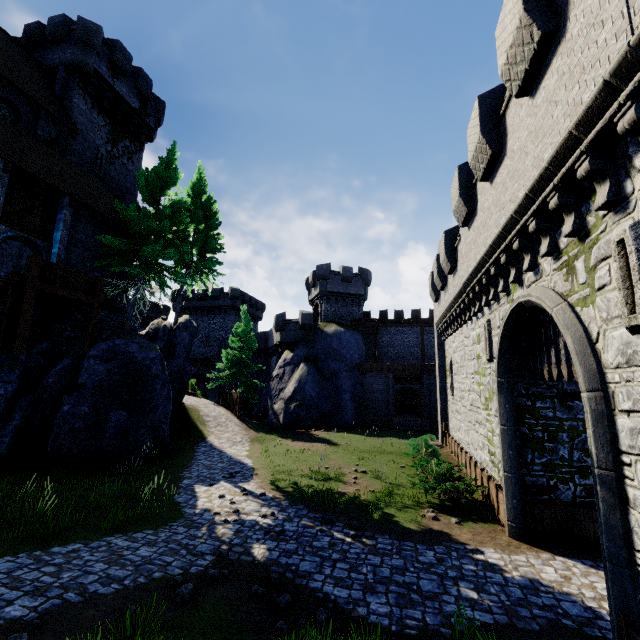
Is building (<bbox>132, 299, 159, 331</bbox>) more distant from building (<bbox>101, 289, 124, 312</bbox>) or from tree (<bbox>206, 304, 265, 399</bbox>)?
building (<bbox>101, 289, 124, 312</bbox>)

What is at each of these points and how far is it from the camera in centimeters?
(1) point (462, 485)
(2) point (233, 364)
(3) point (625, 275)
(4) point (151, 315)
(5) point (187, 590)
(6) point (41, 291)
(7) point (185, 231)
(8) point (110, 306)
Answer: (1) bush, 1144cm
(2) tree, 3209cm
(3) window slit, 459cm
(4) building, 5853cm
(5) instancedfoliageactor, 617cm
(6) walkway, 1333cm
(7) tree, 2422cm
(8) building, 2020cm

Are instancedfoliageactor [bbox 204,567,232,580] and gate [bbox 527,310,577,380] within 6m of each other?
no

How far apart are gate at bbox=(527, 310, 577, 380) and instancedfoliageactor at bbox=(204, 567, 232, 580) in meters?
8.9

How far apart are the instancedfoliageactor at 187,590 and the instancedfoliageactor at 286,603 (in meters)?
1.61

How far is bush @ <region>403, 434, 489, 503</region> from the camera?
11.33m

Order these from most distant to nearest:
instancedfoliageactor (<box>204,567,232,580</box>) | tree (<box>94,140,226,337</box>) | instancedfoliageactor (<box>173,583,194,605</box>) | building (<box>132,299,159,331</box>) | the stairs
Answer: building (<box>132,299,159,331</box>) < tree (<box>94,140,226,337</box>) < the stairs < instancedfoliageactor (<box>204,567,232,580</box>) < instancedfoliageactor (<box>173,583,194,605</box>)

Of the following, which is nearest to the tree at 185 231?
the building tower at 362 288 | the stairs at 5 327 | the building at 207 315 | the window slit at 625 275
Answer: the stairs at 5 327
